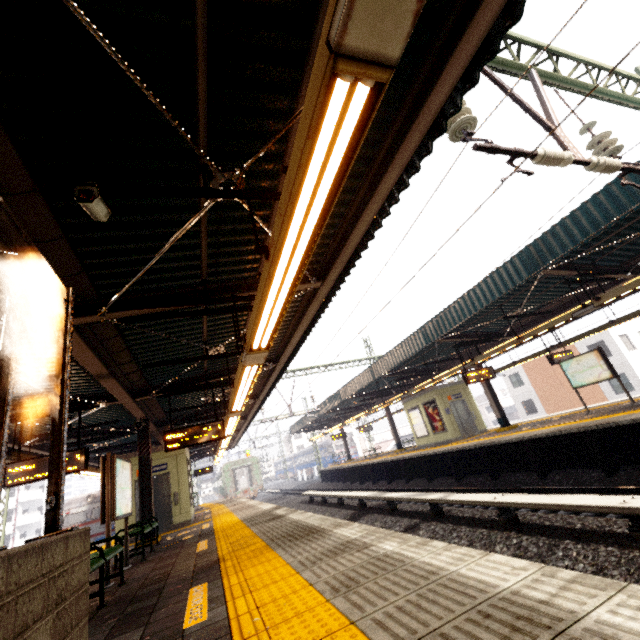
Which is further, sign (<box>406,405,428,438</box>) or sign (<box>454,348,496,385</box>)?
sign (<box>406,405,428,438</box>)

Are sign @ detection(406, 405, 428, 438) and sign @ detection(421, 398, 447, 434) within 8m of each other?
yes

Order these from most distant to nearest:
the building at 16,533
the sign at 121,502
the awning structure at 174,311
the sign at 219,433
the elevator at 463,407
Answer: the building at 16,533, the elevator at 463,407, the sign at 219,433, the sign at 121,502, the awning structure at 174,311

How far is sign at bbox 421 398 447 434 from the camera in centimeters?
1730cm

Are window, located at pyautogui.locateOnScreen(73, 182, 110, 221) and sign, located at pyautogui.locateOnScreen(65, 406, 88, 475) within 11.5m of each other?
yes

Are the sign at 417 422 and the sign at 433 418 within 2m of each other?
yes

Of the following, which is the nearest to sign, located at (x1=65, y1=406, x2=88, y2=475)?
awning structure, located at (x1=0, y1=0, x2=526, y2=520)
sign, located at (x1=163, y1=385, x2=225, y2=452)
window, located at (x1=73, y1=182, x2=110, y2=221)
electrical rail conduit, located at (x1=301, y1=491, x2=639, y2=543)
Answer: awning structure, located at (x1=0, y1=0, x2=526, y2=520)

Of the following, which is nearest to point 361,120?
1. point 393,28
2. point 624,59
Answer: point 393,28
